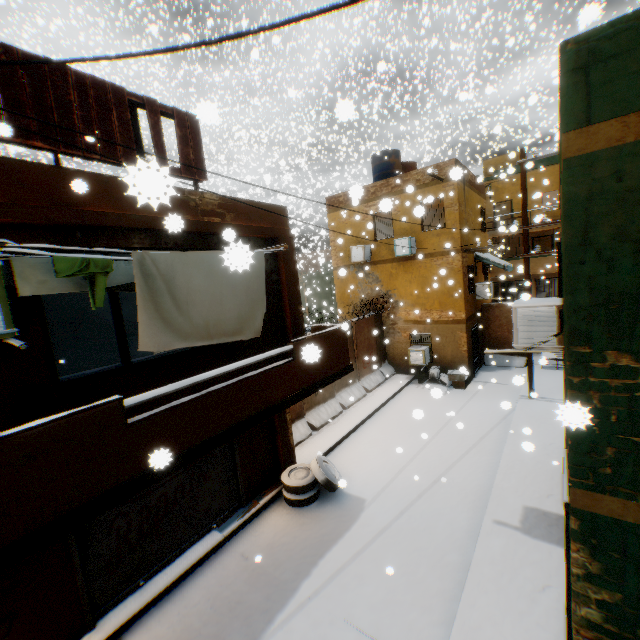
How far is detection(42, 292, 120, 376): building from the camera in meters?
11.9

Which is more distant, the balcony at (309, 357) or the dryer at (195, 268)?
the dryer at (195, 268)

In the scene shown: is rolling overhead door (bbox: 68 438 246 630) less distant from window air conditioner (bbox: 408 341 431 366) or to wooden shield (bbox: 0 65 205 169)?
wooden shield (bbox: 0 65 205 169)

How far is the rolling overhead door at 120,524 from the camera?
5.5m

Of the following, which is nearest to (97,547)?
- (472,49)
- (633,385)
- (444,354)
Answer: (633,385)

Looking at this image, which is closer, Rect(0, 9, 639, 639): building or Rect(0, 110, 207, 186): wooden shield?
Rect(0, 9, 639, 639): building

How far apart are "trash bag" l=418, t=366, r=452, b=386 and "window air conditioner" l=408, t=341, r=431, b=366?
0.2 meters

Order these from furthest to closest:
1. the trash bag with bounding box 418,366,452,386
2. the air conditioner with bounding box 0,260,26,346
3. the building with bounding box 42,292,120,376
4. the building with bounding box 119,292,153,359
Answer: the trash bag with bounding box 418,366,452,386 < the building with bounding box 119,292,153,359 < the building with bounding box 42,292,120,376 < the air conditioner with bounding box 0,260,26,346
